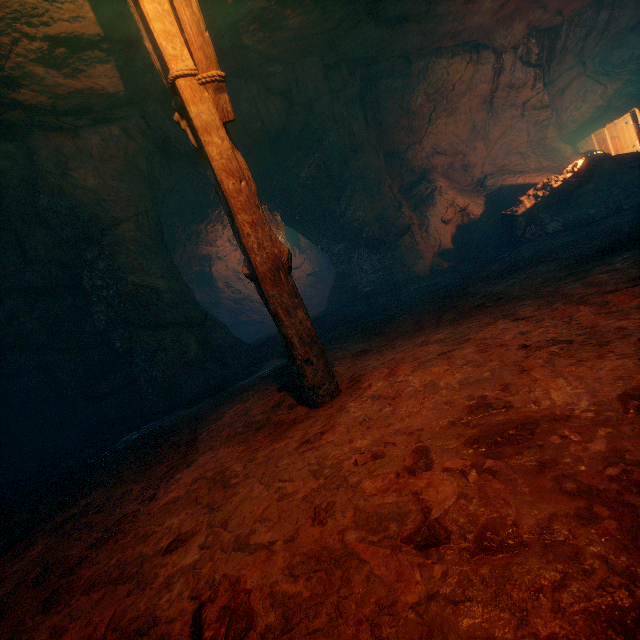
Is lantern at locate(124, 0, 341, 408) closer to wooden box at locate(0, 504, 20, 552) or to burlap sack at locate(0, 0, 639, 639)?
burlap sack at locate(0, 0, 639, 639)

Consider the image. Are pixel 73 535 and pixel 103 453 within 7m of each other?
yes

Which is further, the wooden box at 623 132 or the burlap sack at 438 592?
the wooden box at 623 132

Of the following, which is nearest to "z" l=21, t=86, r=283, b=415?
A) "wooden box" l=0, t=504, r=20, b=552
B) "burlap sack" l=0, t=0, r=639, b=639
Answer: "burlap sack" l=0, t=0, r=639, b=639

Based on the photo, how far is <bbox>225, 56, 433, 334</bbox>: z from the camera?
6.8 meters

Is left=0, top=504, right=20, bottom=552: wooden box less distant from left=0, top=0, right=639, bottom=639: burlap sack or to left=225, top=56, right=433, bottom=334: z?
left=0, top=0, right=639, bottom=639: burlap sack

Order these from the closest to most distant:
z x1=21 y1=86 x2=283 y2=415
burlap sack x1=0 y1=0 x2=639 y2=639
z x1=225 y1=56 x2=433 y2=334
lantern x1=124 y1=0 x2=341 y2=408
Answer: burlap sack x1=0 y1=0 x2=639 y2=639 → lantern x1=124 y1=0 x2=341 y2=408 → z x1=21 y1=86 x2=283 y2=415 → z x1=225 y1=56 x2=433 y2=334

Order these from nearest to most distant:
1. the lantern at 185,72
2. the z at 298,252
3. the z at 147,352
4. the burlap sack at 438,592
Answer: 1. the burlap sack at 438,592
2. the lantern at 185,72
3. the z at 147,352
4. the z at 298,252
